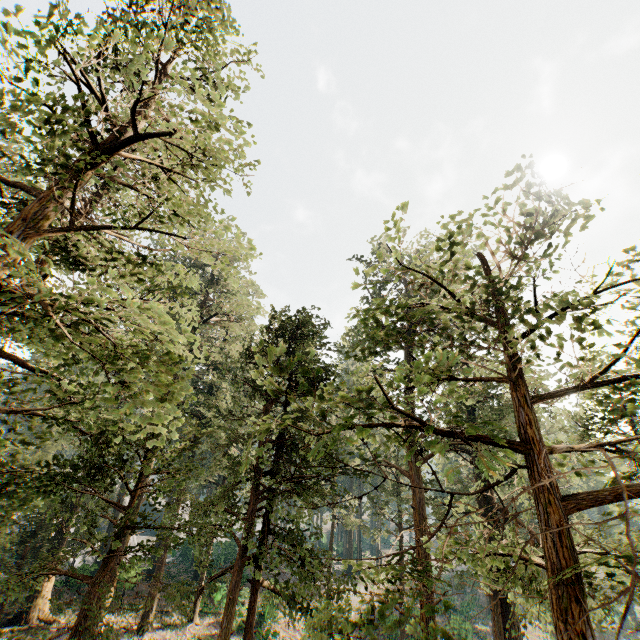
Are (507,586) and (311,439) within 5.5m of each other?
yes
